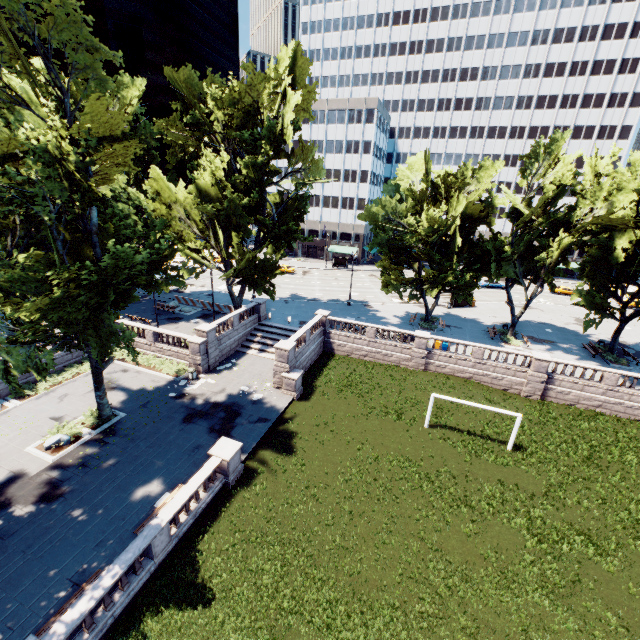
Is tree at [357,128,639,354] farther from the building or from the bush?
the bush

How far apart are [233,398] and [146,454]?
7.4 meters

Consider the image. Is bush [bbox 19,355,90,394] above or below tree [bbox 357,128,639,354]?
below

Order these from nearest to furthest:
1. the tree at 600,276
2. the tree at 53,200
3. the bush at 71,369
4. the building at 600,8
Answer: the tree at 53,200 < the bush at 71,369 < the tree at 600,276 < the building at 600,8

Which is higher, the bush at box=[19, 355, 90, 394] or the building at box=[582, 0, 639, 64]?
the building at box=[582, 0, 639, 64]

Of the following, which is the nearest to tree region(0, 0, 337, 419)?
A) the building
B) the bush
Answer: the building

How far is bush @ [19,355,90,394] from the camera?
24.8 meters

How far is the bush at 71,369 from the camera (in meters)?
24.78
